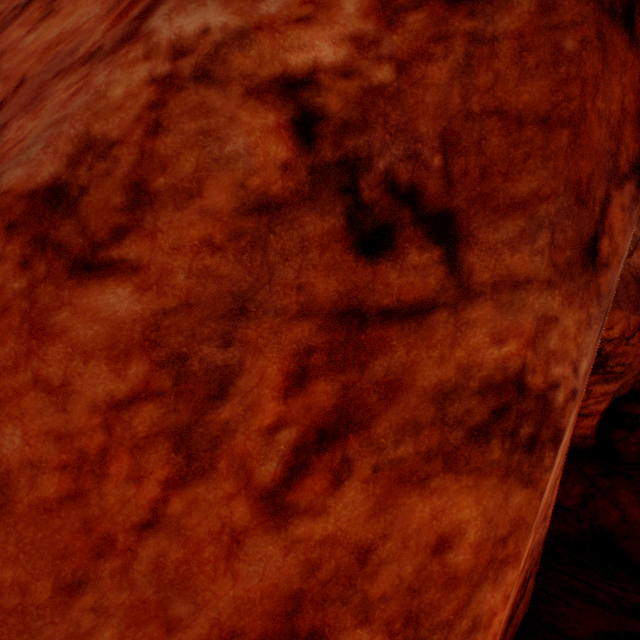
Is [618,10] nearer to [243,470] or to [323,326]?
[323,326]
